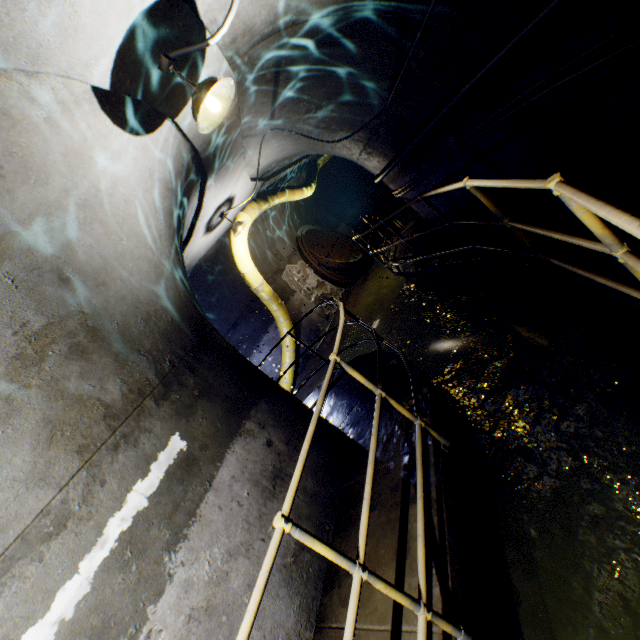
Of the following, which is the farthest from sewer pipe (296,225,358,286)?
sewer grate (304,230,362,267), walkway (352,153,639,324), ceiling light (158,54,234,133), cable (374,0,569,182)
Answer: ceiling light (158,54,234,133)

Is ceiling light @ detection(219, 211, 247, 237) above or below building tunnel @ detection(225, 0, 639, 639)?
above

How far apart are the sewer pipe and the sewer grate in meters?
0.0 m

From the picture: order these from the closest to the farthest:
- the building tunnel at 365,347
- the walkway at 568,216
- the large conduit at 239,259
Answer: the walkway at 568,216 → the large conduit at 239,259 → the building tunnel at 365,347

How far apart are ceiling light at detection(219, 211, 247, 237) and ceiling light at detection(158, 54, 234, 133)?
3.7m

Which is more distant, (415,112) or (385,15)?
(415,112)

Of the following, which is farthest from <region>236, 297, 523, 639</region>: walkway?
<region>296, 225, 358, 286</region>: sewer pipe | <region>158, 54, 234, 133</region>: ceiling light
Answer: <region>158, 54, 234, 133</region>: ceiling light

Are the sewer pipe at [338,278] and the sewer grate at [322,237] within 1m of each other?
yes
